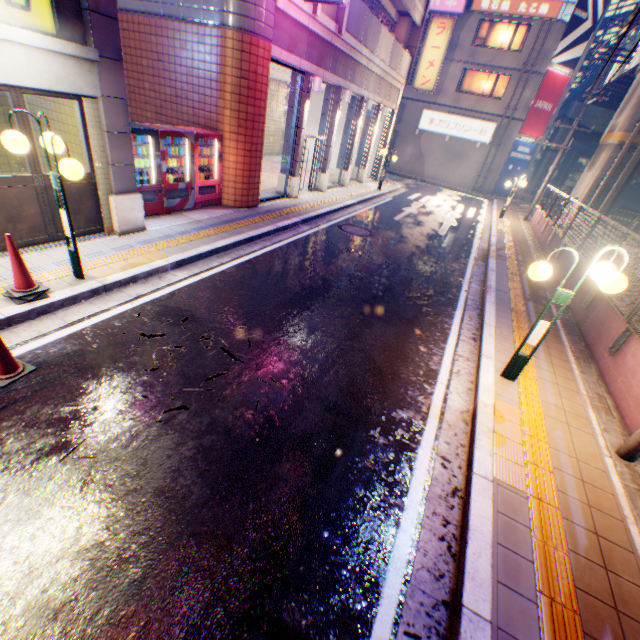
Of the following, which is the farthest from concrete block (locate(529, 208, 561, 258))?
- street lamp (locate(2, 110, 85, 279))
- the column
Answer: the column

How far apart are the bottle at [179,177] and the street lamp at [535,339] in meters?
8.6 m

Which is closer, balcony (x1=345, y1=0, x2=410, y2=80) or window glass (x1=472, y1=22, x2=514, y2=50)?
balcony (x1=345, y1=0, x2=410, y2=80)

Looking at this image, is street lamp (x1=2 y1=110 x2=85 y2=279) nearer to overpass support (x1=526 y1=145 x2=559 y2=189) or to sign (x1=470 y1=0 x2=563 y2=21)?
overpass support (x1=526 y1=145 x2=559 y2=189)

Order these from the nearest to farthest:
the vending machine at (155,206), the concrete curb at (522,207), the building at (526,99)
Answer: the vending machine at (155,206) < the concrete curb at (522,207) < the building at (526,99)

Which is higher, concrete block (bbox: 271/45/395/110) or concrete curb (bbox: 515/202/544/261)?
concrete block (bbox: 271/45/395/110)

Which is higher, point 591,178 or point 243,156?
point 591,178

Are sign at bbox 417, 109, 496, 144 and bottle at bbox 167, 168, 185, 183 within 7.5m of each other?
no
